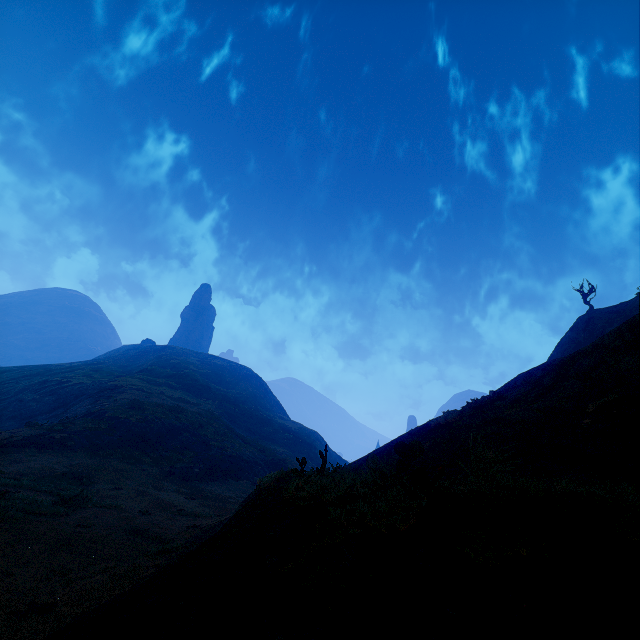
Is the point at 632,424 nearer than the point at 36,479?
Yes
